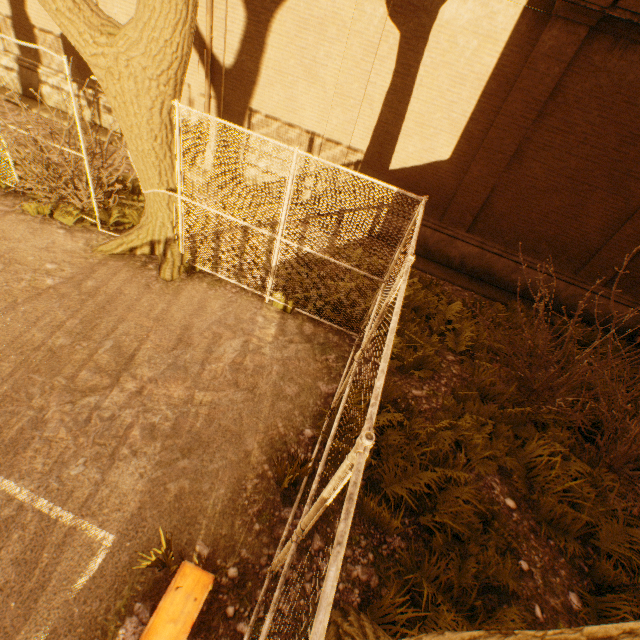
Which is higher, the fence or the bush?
the fence

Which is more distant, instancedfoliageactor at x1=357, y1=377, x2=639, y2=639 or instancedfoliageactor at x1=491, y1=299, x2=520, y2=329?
instancedfoliageactor at x1=491, y1=299, x2=520, y2=329

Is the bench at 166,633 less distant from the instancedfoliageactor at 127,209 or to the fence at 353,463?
the fence at 353,463

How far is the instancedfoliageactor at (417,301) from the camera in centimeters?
622cm

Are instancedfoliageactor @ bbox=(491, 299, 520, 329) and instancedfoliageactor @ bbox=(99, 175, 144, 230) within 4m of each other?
no

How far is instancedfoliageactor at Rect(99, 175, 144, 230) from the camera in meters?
7.1

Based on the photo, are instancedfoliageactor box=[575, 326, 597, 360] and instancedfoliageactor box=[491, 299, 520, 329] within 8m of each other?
yes

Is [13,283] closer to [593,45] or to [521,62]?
[521,62]
